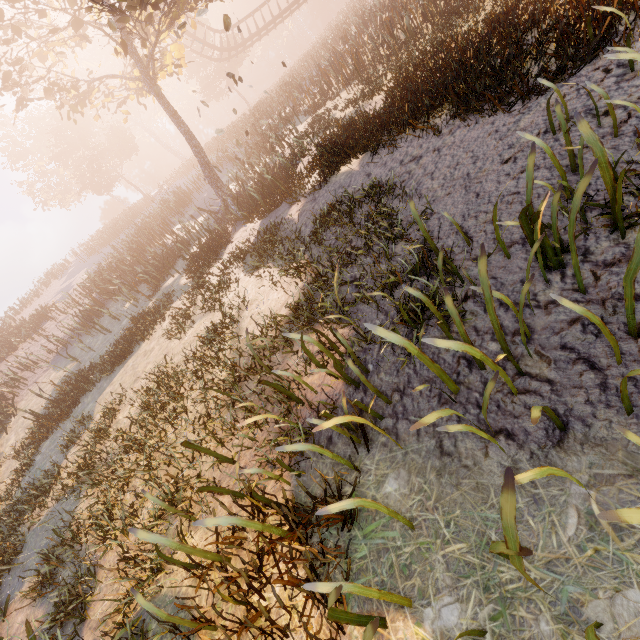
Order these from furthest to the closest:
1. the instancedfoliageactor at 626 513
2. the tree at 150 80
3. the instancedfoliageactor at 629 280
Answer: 1. the tree at 150 80
2. the instancedfoliageactor at 629 280
3. the instancedfoliageactor at 626 513

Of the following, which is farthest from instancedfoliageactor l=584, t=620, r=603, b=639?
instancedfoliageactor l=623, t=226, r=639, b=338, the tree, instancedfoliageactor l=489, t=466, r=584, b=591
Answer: the tree

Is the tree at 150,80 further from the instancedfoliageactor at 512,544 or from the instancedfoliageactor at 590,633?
the instancedfoliageactor at 512,544

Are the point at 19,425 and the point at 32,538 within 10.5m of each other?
yes

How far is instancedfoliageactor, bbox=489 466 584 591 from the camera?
1.41m

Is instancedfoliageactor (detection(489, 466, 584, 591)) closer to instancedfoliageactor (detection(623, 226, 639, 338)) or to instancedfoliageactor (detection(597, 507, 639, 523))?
instancedfoliageactor (detection(597, 507, 639, 523))

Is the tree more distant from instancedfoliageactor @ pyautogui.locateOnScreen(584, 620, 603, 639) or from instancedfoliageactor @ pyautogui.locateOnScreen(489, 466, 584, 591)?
instancedfoliageactor @ pyautogui.locateOnScreen(489, 466, 584, 591)
